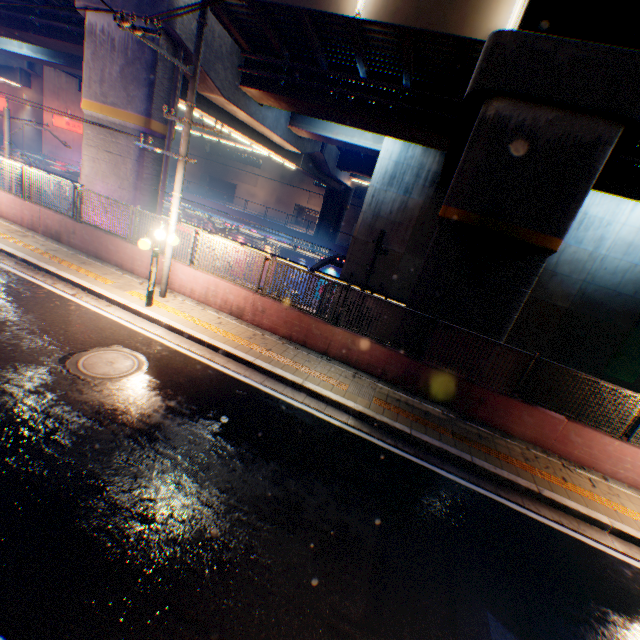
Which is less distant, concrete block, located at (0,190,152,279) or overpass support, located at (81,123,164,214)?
concrete block, located at (0,190,152,279)

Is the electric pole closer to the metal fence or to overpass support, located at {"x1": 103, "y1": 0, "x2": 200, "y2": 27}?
the metal fence

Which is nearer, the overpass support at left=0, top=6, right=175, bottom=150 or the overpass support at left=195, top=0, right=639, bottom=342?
the overpass support at left=195, top=0, right=639, bottom=342

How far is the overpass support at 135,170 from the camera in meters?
12.0

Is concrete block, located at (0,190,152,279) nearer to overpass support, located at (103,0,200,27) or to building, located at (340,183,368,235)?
overpass support, located at (103,0,200,27)

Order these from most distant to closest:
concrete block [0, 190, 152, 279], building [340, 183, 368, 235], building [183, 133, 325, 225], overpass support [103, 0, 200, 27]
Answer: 1. building [183, 133, 325, 225]
2. building [340, 183, 368, 235]
3. concrete block [0, 190, 152, 279]
4. overpass support [103, 0, 200, 27]

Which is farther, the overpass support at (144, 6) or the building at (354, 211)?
the building at (354, 211)

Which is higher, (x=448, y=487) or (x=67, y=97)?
(x=67, y=97)
